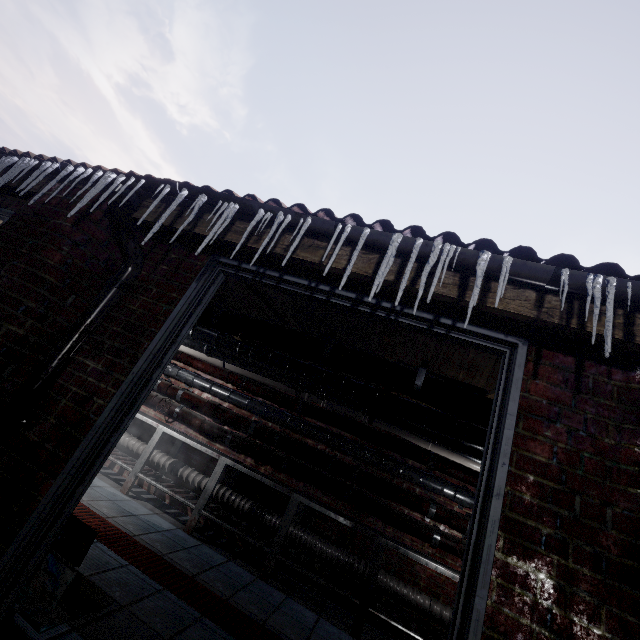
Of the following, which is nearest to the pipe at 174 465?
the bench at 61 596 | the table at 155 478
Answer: the table at 155 478

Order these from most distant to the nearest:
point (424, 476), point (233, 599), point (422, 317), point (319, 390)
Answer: point (424, 476) → point (319, 390) → point (233, 599) → point (422, 317)

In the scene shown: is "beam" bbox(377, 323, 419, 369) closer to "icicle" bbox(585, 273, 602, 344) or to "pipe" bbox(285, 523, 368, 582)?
"icicle" bbox(585, 273, 602, 344)

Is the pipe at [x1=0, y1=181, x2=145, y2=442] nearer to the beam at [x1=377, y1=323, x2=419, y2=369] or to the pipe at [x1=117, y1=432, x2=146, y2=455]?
the beam at [x1=377, y1=323, x2=419, y2=369]

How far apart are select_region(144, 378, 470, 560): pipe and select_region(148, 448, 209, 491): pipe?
0.4m

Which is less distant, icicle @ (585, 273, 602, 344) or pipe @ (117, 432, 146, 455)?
icicle @ (585, 273, 602, 344)

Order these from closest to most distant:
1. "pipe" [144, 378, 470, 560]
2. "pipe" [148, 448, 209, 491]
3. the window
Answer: the window < "pipe" [144, 378, 470, 560] < "pipe" [148, 448, 209, 491]

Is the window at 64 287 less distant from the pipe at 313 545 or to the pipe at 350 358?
the pipe at 350 358
